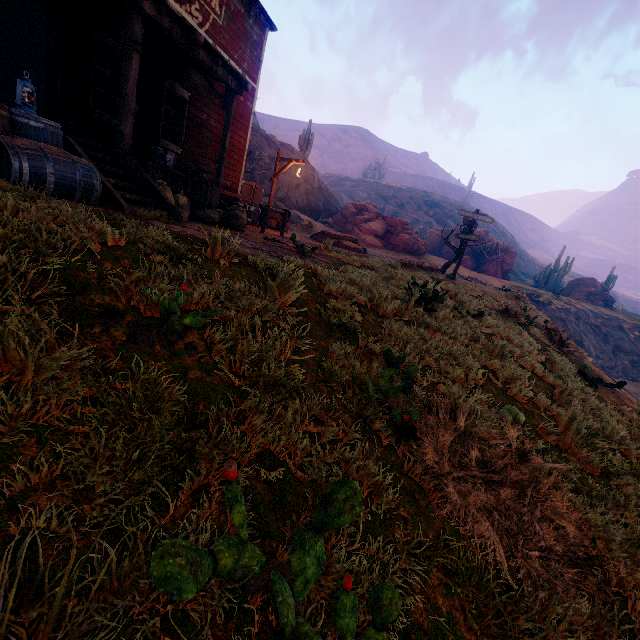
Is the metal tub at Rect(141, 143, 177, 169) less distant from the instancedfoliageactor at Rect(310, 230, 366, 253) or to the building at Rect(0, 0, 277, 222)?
the instancedfoliageactor at Rect(310, 230, 366, 253)

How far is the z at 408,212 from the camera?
58.26m

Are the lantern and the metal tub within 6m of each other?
yes

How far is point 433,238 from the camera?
43.8 meters

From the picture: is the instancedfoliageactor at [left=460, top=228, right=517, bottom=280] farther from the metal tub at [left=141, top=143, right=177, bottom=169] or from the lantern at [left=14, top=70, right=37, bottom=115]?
the lantern at [left=14, top=70, right=37, bottom=115]

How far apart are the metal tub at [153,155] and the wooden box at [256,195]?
4.78m

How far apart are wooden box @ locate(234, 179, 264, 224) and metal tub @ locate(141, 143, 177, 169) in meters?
4.8

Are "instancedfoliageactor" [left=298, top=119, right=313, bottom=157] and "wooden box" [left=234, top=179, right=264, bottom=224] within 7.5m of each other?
no
